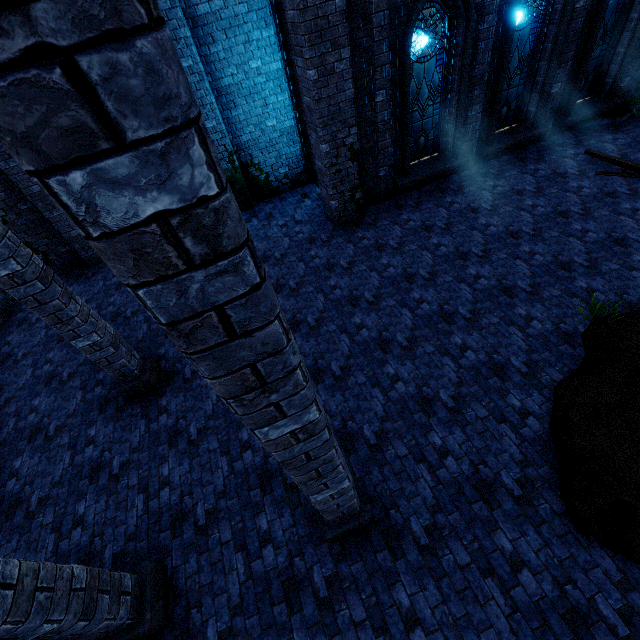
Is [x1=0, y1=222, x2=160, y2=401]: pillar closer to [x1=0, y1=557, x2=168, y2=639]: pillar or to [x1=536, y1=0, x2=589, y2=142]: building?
[x1=536, y1=0, x2=589, y2=142]: building

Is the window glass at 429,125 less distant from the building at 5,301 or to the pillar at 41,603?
the building at 5,301

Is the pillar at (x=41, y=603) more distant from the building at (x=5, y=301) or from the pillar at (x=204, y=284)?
the pillar at (x=204, y=284)

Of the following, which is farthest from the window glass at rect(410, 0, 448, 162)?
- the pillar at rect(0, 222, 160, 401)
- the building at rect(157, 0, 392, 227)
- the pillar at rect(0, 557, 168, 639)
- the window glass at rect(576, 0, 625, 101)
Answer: the pillar at rect(0, 557, 168, 639)

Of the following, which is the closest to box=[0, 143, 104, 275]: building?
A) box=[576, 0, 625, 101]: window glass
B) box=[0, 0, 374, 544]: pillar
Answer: box=[0, 0, 374, 544]: pillar

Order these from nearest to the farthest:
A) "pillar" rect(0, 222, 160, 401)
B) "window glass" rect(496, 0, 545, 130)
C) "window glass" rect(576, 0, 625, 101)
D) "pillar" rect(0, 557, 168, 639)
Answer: "pillar" rect(0, 557, 168, 639), "pillar" rect(0, 222, 160, 401), "window glass" rect(496, 0, 545, 130), "window glass" rect(576, 0, 625, 101)

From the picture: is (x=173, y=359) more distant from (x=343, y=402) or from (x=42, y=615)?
(x=42, y=615)

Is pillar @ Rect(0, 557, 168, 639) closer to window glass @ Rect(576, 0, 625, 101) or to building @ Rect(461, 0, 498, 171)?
building @ Rect(461, 0, 498, 171)
